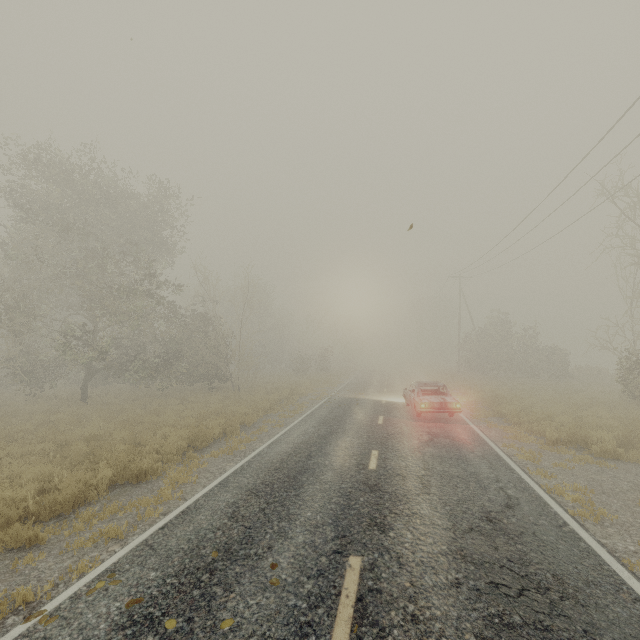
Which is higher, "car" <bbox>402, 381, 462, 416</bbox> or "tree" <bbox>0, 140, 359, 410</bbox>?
"tree" <bbox>0, 140, 359, 410</bbox>

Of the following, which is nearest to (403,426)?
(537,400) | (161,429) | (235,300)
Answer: (161,429)

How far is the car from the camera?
13.1m

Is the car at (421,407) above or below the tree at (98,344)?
below

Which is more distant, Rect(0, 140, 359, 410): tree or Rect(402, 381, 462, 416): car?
Rect(0, 140, 359, 410): tree

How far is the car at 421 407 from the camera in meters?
13.1 m
